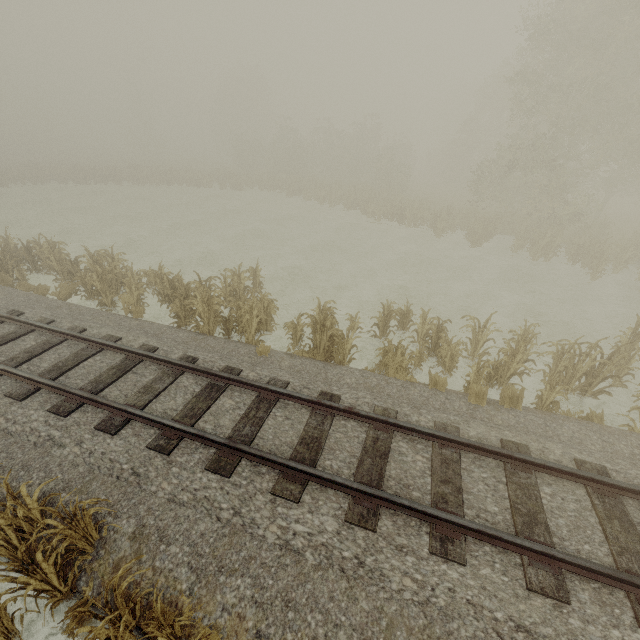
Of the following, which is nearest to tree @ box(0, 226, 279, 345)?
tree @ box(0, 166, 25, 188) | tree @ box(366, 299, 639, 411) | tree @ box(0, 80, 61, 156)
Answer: tree @ box(366, 299, 639, 411)

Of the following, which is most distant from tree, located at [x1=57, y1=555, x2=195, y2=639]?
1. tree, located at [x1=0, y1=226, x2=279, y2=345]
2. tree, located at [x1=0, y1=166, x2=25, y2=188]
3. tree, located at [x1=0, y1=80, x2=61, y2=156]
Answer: tree, located at [x1=0, y1=80, x2=61, y2=156]

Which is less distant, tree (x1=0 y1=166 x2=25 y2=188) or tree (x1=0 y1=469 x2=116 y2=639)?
tree (x1=0 y1=469 x2=116 y2=639)

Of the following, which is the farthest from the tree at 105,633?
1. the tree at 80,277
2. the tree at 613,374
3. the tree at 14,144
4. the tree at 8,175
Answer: the tree at 14,144

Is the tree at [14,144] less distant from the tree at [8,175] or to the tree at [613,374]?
the tree at [8,175]

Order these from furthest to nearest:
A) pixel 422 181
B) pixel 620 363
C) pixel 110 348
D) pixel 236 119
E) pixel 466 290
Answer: pixel 236 119
pixel 422 181
pixel 466 290
pixel 620 363
pixel 110 348

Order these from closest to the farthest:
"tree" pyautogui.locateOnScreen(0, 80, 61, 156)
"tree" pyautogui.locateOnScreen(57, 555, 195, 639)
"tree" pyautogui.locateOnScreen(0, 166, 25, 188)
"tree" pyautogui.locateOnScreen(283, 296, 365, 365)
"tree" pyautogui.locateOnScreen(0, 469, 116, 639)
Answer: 1. "tree" pyautogui.locateOnScreen(57, 555, 195, 639)
2. "tree" pyautogui.locateOnScreen(0, 469, 116, 639)
3. "tree" pyautogui.locateOnScreen(283, 296, 365, 365)
4. "tree" pyautogui.locateOnScreen(0, 166, 25, 188)
5. "tree" pyautogui.locateOnScreen(0, 80, 61, 156)

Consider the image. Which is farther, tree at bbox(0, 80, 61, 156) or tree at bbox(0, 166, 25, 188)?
tree at bbox(0, 80, 61, 156)
